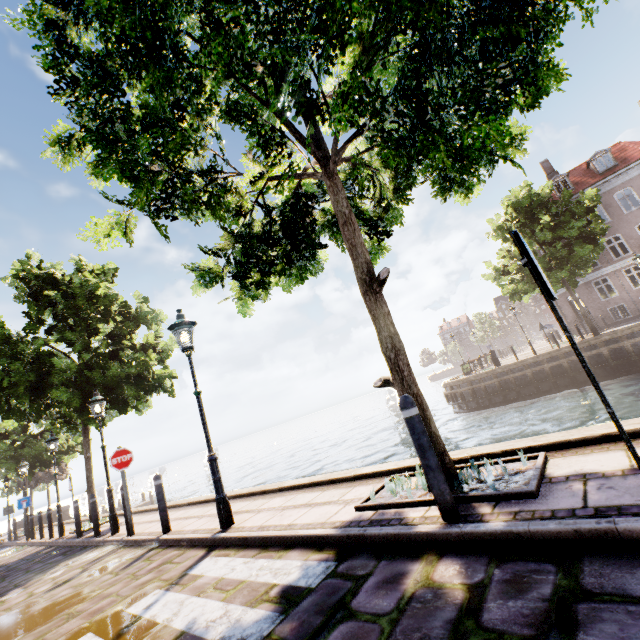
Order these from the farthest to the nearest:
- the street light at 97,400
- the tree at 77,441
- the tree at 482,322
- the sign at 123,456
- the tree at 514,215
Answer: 1. the tree at 482,322
2. the tree at 514,215
3. the tree at 77,441
4. the street light at 97,400
5. the sign at 123,456

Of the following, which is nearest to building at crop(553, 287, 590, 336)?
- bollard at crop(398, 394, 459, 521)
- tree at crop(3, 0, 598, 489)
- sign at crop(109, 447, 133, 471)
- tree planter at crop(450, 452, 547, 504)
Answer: tree at crop(3, 0, 598, 489)

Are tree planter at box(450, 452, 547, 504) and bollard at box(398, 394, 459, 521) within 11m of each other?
yes

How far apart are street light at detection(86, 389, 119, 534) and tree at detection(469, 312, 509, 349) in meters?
52.8 m

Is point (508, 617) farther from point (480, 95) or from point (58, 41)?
point (58, 41)

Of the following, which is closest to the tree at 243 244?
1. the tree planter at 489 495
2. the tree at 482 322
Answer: the tree planter at 489 495

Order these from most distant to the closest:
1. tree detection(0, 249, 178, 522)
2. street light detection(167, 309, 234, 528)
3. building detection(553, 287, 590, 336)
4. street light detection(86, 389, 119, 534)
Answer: building detection(553, 287, 590, 336), tree detection(0, 249, 178, 522), street light detection(86, 389, 119, 534), street light detection(167, 309, 234, 528)

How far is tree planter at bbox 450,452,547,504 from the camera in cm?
280
